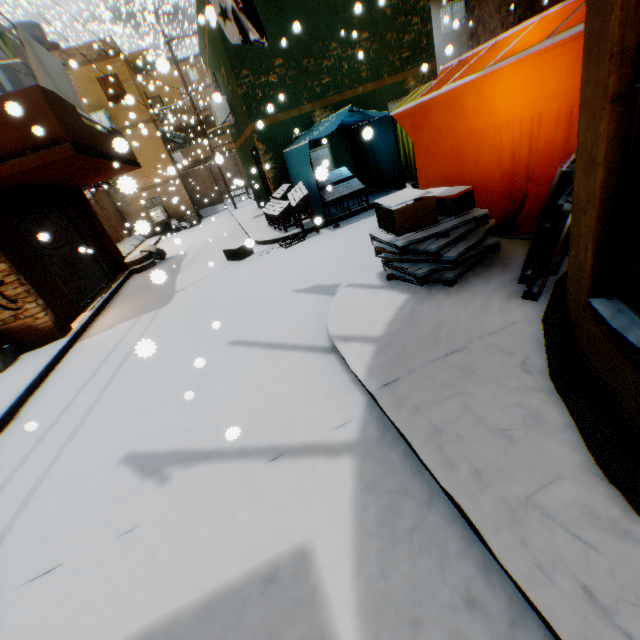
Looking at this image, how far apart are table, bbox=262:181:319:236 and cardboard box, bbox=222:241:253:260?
1.1m

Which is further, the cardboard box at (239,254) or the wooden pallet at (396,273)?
the cardboard box at (239,254)

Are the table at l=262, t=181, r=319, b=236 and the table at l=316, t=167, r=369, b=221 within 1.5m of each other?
yes

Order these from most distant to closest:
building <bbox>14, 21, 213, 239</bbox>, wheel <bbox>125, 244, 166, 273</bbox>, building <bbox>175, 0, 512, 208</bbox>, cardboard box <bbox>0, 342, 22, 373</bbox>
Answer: building <bbox>14, 21, 213, 239</bbox> → wheel <bbox>125, 244, 166, 273</bbox> → building <bbox>175, 0, 512, 208</bbox> → cardboard box <bbox>0, 342, 22, 373</bbox>

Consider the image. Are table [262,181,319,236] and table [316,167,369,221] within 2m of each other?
yes

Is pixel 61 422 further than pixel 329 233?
No

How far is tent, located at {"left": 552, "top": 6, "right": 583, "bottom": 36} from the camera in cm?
336

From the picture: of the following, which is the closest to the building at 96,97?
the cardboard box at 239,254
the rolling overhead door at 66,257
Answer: the rolling overhead door at 66,257
